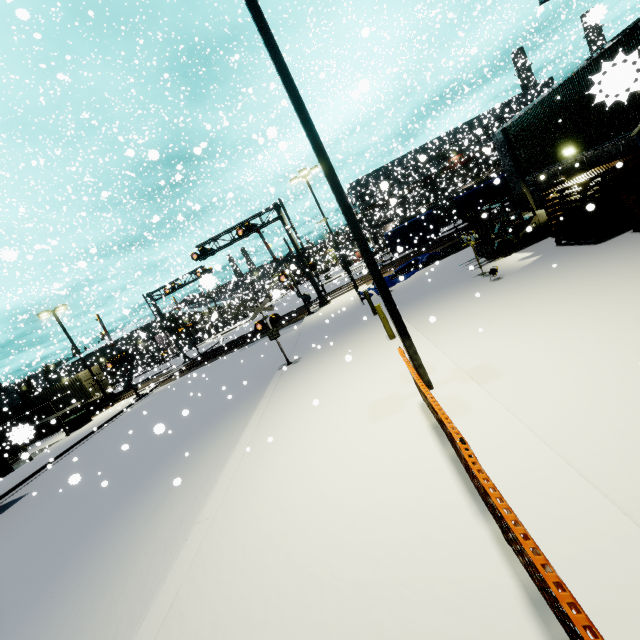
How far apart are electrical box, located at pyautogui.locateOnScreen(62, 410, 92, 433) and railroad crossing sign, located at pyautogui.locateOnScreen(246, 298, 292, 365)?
21.7m

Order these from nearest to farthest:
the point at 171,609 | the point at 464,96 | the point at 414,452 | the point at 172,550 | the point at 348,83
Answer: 1. the point at 171,609
2. the point at 414,452
3. the point at 172,550
4. the point at 464,96
5. the point at 348,83

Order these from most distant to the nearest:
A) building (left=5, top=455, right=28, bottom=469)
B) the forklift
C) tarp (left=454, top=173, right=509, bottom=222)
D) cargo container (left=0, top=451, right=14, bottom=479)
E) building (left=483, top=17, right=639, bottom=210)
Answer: tarp (left=454, top=173, right=509, bottom=222) < cargo container (left=0, top=451, right=14, bottom=479) < the forklift < building (left=5, top=455, right=28, bottom=469) < building (left=483, top=17, right=639, bottom=210)

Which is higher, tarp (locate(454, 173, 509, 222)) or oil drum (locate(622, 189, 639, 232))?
tarp (locate(454, 173, 509, 222))

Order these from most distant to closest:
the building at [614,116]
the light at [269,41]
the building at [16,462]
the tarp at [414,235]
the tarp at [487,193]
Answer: the tarp at [414,235] < the tarp at [487,193] < the building at [16,462] < the light at [269,41] < the building at [614,116]

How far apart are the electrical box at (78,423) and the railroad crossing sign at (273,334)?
21.73m

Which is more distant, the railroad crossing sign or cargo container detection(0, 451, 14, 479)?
cargo container detection(0, 451, 14, 479)

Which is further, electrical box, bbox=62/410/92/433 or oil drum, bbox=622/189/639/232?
electrical box, bbox=62/410/92/433
